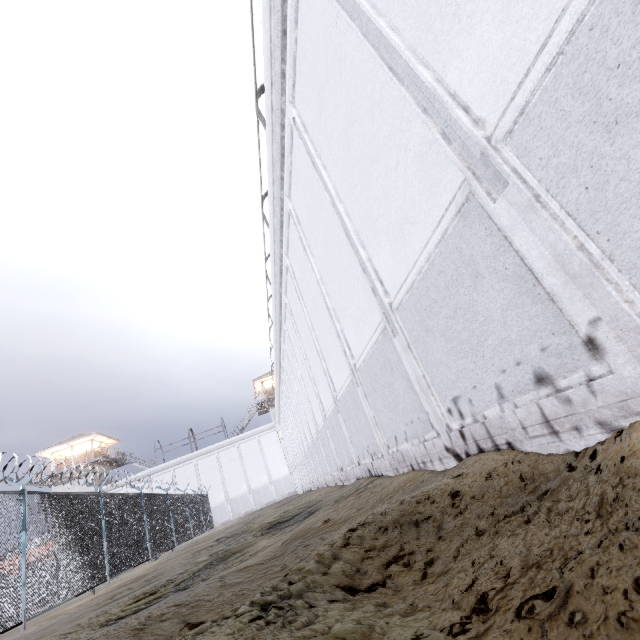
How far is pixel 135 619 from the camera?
3.2m
